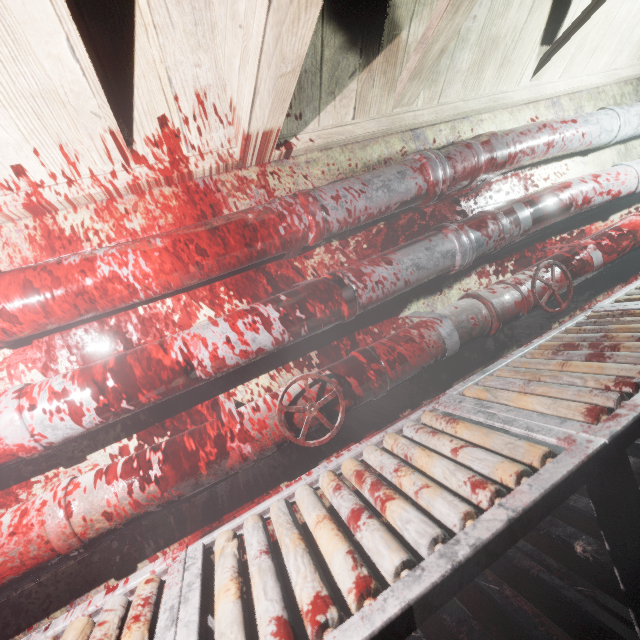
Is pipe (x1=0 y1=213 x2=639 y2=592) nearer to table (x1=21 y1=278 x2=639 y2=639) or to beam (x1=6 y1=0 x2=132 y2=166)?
table (x1=21 y1=278 x2=639 y2=639)

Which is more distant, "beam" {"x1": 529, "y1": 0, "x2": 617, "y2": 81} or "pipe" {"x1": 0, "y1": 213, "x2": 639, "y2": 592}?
"beam" {"x1": 529, "y1": 0, "x2": 617, "y2": 81}

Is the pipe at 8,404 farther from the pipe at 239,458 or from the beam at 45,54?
the beam at 45,54

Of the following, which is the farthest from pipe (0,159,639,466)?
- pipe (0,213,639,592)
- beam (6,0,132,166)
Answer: beam (6,0,132,166)

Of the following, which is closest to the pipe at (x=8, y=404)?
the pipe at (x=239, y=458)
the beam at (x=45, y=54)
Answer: the pipe at (x=239, y=458)

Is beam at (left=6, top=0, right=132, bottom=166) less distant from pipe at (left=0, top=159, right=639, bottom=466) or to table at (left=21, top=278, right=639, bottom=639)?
pipe at (left=0, top=159, right=639, bottom=466)

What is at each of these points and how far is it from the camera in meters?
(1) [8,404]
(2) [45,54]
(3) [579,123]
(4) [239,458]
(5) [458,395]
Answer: (1) pipe, 0.9 m
(2) beam, 0.7 m
(3) pipe, 1.7 m
(4) pipe, 1.0 m
(5) table, 1.2 m

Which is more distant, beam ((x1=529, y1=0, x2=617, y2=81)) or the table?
beam ((x1=529, y1=0, x2=617, y2=81))
